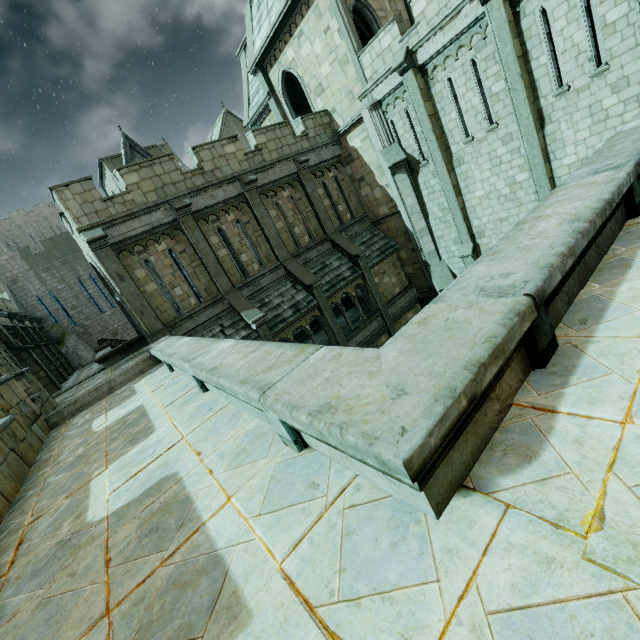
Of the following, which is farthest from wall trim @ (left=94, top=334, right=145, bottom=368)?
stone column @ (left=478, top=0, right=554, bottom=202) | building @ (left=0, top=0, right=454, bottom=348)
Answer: stone column @ (left=478, top=0, right=554, bottom=202)

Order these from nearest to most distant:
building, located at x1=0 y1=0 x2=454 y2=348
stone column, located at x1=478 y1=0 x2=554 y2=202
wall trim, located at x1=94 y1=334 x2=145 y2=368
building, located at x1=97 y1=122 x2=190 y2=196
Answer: stone column, located at x1=478 y1=0 x2=554 y2=202, building, located at x1=0 y1=0 x2=454 y2=348, wall trim, located at x1=94 y1=334 x2=145 y2=368, building, located at x1=97 y1=122 x2=190 y2=196

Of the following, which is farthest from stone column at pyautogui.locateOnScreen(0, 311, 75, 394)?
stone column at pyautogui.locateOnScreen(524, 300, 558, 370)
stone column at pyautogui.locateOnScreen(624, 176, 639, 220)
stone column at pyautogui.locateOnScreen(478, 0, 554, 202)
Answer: stone column at pyautogui.locateOnScreen(478, 0, 554, 202)

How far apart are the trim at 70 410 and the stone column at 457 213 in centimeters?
1322cm

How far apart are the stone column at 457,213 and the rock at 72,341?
28.2m

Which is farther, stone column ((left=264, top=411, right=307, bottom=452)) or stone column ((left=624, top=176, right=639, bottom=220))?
stone column ((left=624, top=176, right=639, bottom=220))

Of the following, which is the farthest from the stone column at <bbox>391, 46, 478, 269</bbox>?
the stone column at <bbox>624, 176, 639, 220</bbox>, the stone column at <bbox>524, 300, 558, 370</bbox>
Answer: the stone column at <bbox>524, 300, 558, 370</bbox>

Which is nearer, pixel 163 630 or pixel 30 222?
pixel 163 630
